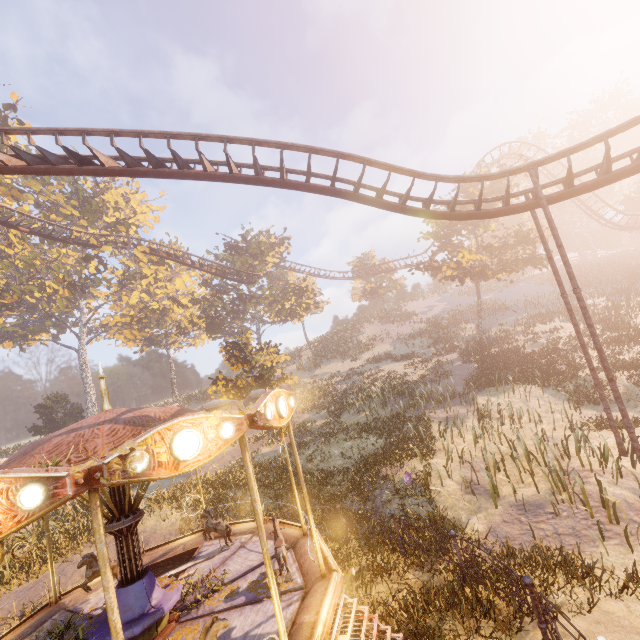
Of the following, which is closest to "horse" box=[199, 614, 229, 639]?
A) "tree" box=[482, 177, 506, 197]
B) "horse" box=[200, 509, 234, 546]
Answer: "horse" box=[200, 509, 234, 546]

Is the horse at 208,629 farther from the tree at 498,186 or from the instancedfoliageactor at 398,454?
the tree at 498,186

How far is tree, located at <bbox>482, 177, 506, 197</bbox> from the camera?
26.6m

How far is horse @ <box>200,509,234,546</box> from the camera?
8.80m

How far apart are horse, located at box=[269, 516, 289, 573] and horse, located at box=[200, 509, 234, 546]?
2.08m

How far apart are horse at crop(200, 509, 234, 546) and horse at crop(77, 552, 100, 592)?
2.02m

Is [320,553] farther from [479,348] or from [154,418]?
[479,348]

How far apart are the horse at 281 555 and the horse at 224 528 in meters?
2.1 m
